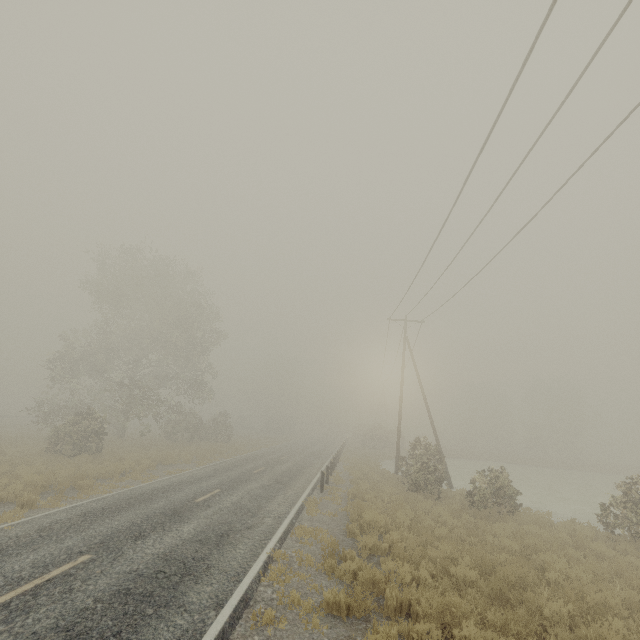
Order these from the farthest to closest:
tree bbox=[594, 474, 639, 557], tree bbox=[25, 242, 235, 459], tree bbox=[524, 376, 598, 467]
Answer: tree bbox=[524, 376, 598, 467]
tree bbox=[25, 242, 235, 459]
tree bbox=[594, 474, 639, 557]

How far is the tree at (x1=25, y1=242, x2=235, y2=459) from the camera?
25.8 meters

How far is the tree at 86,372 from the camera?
25.80m

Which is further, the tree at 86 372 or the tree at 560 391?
the tree at 560 391

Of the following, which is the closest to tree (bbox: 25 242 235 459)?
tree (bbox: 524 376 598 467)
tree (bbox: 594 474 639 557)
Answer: tree (bbox: 594 474 639 557)

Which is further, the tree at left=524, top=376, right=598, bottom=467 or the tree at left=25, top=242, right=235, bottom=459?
the tree at left=524, top=376, right=598, bottom=467

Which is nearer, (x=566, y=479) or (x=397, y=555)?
(x=397, y=555)

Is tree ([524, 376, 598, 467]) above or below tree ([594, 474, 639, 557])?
above
